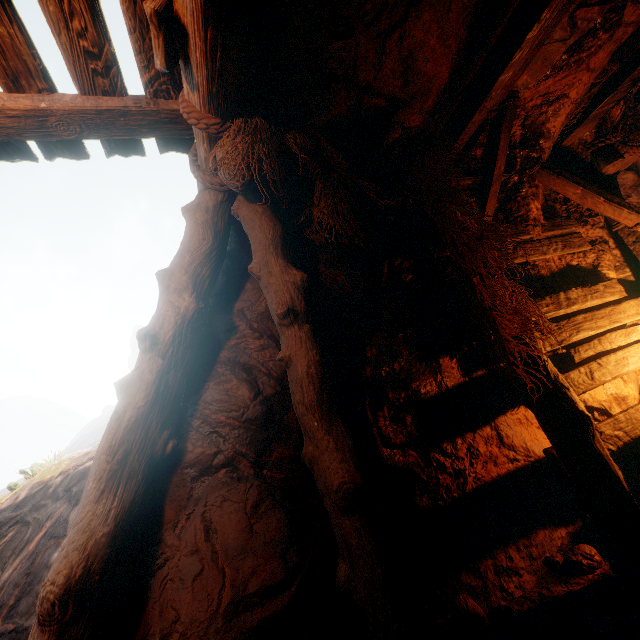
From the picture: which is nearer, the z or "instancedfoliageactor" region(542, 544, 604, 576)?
the z

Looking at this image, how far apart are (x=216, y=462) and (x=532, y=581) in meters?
2.9

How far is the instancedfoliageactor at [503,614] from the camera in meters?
2.3

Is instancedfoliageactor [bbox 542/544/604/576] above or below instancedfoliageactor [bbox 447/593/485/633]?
below

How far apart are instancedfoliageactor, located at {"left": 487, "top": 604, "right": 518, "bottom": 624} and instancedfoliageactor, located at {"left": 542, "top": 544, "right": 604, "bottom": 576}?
0.7m

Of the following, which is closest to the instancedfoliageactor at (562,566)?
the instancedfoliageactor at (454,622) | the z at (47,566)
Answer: the z at (47,566)

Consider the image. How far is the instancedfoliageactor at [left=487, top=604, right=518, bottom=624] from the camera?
2.32m

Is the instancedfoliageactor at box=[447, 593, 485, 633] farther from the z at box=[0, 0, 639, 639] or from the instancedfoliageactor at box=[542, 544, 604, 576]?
the instancedfoliageactor at box=[542, 544, 604, 576]
